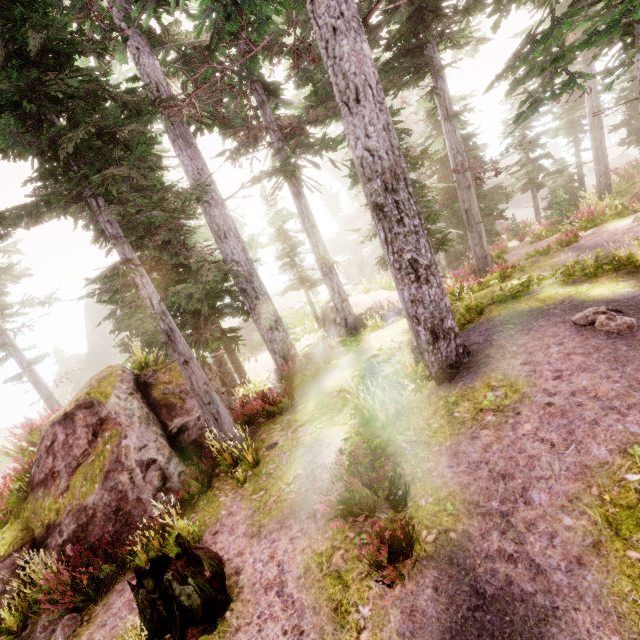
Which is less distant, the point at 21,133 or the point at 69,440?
the point at 21,133

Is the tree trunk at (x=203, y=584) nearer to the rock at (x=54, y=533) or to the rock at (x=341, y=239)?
the rock at (x=54, y=533)

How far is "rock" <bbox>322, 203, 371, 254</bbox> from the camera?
48.91m

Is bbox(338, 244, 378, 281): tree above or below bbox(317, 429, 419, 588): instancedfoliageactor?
below

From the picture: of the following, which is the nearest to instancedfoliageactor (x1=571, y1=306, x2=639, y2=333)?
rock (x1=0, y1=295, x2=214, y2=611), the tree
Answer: rock (x1=0, y1=295, x2=214, y2=611)

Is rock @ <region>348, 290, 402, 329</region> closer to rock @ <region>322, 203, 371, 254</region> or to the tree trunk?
the tree trunk

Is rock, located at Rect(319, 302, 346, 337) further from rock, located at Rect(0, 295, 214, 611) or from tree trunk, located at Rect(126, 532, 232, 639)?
tree trunk, located at Rect(126, 532, 232, 639)

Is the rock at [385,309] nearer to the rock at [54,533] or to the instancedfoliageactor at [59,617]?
the instancedfoliageactor at [59,617]
